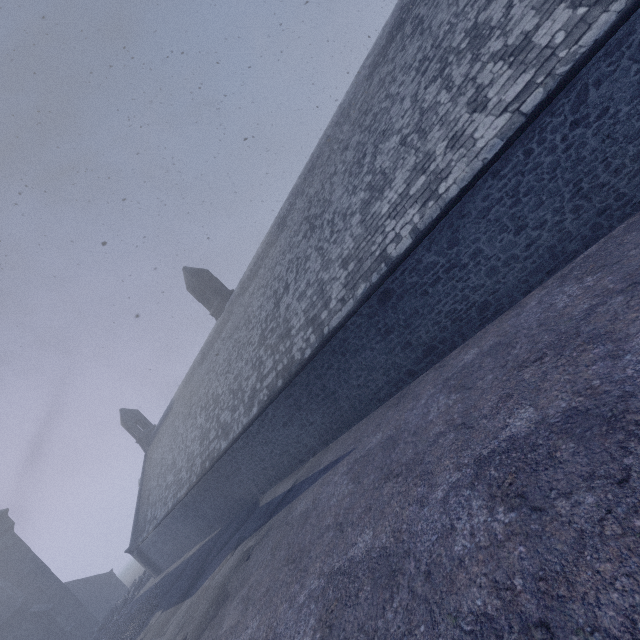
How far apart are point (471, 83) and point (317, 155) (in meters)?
8.02

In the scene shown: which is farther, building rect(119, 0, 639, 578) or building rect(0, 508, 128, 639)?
building rect(0, 508, 128, 639)

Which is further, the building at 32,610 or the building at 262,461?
the building at 32,610
